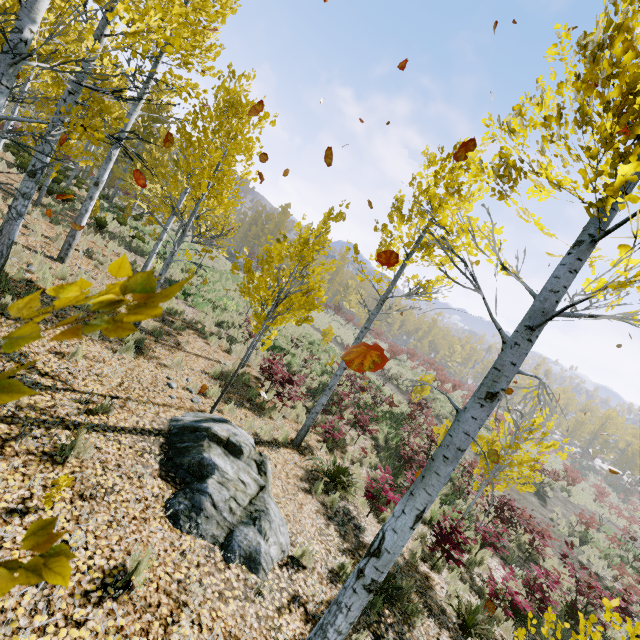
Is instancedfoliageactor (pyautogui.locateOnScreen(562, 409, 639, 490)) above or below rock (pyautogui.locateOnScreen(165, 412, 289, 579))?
above

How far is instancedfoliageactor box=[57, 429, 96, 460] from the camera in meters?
4.0 m

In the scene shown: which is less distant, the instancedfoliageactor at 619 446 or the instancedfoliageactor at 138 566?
the instancedfoliageactor at 138 566

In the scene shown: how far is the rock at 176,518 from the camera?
4.3 meters

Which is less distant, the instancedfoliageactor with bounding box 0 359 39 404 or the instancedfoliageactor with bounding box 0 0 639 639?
the instancedfoliageactor with bounding box 0 359 39 404

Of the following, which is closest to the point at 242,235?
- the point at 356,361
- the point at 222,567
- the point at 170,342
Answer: the point at 170,342
